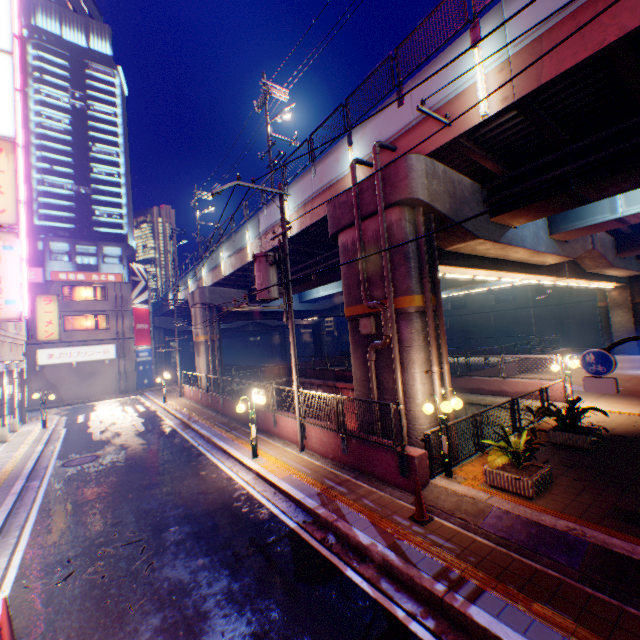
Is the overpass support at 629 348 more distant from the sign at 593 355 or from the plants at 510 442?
the sign at 593 355

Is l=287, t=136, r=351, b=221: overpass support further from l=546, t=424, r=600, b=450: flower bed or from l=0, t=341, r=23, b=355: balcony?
l=0, t=341, r=23, b=355: balcony

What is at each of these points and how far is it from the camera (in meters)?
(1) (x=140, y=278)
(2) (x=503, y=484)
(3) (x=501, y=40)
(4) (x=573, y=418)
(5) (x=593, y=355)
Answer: (1) billboard, 36.50
(2) flower bed, 7.34
(3) overpass support, 7.85
(4) plants, 9.66
(5) sign, 6.35

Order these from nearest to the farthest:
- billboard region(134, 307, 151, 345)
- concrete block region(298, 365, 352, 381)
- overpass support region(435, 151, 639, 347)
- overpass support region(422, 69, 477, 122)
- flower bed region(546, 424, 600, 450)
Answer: overpass support region(422, 69, 477, 122), flower bed region(546, 424, 600, 450), overpass support region(435, 151, 639, 347), concrete block region(298, 365, 352, 381), billboard region(134, 307, 151, 345)

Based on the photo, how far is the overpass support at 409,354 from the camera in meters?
9.6 m

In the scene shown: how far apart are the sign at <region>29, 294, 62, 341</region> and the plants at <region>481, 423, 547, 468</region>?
27.1m

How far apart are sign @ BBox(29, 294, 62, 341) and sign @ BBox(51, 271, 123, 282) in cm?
A: 1007

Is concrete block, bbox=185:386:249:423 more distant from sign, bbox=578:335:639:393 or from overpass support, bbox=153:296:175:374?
sign, bbox=578:335:639:393
